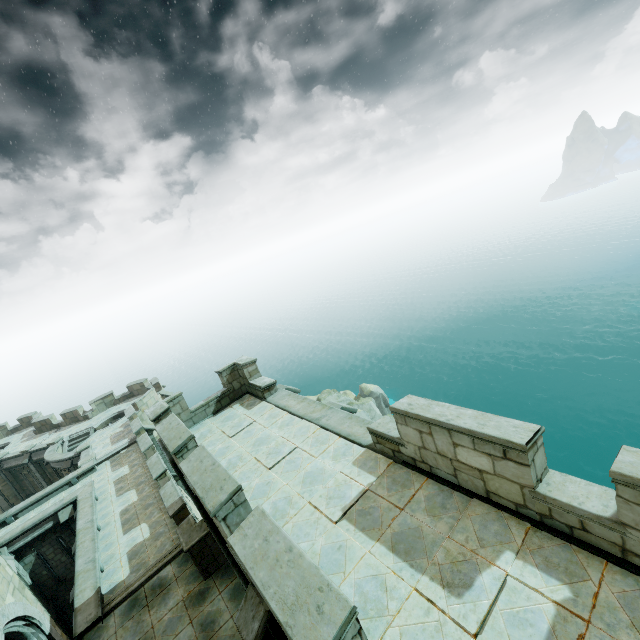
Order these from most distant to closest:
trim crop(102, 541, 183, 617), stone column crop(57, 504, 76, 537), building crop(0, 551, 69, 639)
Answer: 1. stone column crop(57, 504, 76, 537)
2. trim crop(102, 541, 183, 617)
3. building crop(0, 551, 69, 639)

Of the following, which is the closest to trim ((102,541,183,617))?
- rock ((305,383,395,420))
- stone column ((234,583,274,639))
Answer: stone column ((234,583,274,639))

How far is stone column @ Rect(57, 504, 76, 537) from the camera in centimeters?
1790cm

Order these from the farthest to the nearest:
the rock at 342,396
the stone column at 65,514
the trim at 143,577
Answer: the rock at 342,396, the stone column at 65,514, the trim at 143,577

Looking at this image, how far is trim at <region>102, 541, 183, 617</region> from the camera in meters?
11.3 m

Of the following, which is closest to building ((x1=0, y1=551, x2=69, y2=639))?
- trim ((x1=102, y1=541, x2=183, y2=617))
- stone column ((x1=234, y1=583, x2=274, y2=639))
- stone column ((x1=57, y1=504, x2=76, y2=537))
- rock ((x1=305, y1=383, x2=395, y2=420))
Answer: trim ((x1=102, y1=541, x2=183, y2=617))

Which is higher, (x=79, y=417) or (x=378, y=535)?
(x=378, y=535)

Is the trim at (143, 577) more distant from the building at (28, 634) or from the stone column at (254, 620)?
the stone column at (254, 620)
